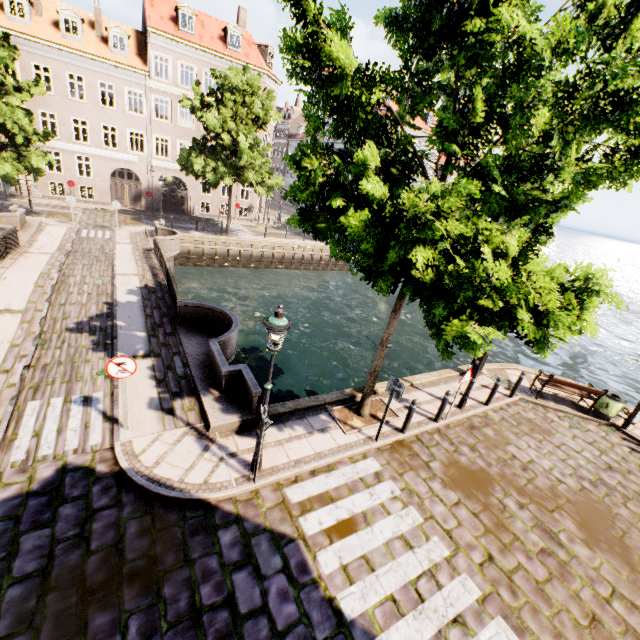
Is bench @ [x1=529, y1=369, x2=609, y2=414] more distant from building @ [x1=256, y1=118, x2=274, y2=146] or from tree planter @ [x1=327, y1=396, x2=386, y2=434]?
building @ [x1=256, y1=118, x2=274, y2=146]

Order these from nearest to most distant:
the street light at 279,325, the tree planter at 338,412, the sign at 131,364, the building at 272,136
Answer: the street light at 279,325 → the sign at 131,364 → the tree planter at 338,412 → the building at 272,136

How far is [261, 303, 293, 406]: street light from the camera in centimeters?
528cm

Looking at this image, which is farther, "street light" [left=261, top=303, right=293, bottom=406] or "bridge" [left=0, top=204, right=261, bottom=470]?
"bridge" [left=0, top=204, right=261, bottom=470]

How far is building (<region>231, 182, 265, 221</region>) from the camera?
34.0 meters

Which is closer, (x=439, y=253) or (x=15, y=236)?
(x=439, y=253)

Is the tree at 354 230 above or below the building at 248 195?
above

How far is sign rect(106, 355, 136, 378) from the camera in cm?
639
